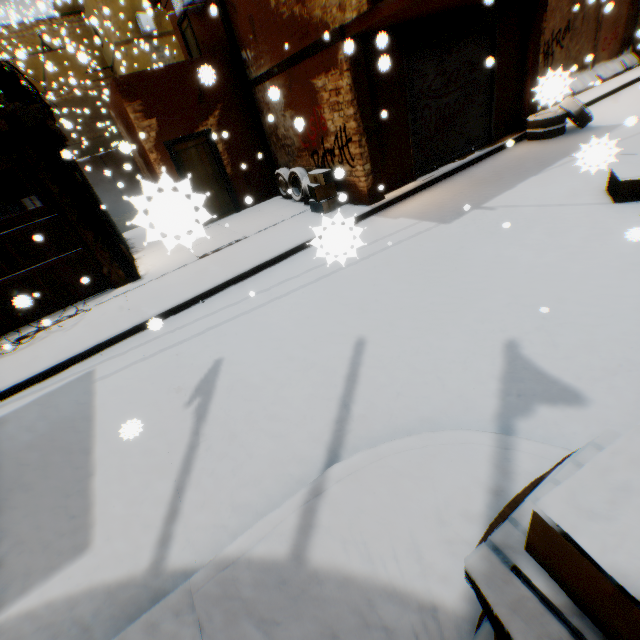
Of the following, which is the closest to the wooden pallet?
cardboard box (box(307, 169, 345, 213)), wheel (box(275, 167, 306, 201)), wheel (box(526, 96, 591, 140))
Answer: cardboard box (box(307, 169, 345, 213))

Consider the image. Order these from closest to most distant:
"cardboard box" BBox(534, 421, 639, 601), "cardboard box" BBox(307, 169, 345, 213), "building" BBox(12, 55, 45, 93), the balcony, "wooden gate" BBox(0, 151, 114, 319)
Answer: "cardboard box" BBox(534, 421, 639, 601)
the balcony
"wooden gate" BBox(0, 151, 114, 319)
"cardboard box" BBox(307, 169, 345, 213)
"building" BBox(12, 55, 45, 93)

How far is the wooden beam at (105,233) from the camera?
5.95m

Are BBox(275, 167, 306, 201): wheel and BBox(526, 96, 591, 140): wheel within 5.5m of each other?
no

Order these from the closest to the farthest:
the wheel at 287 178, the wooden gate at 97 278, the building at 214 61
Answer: the wooden gate at 97 278 < the building at 214 61 < the wheel at 287 178

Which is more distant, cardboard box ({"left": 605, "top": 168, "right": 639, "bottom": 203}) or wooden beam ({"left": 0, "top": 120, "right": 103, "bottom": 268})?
wooden beam ({"left": 0, "top": 120, "right": 103, "bottom": 268})

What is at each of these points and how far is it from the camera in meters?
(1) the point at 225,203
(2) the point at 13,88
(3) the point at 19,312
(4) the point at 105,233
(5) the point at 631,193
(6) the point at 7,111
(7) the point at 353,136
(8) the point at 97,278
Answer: (1) door, 10.7 m
(2) wooden beam, 5.6 m
(3) wooden gate, 7.0 m
(4) wooden beam, 7.1 m
(5) cardboard box, 5.0 m
(6) building, 5.7 m
(7) building, 7.1 m
(8) wooden gate, 7.5 m

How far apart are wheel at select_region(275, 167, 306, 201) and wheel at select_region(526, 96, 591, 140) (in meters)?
6.62
